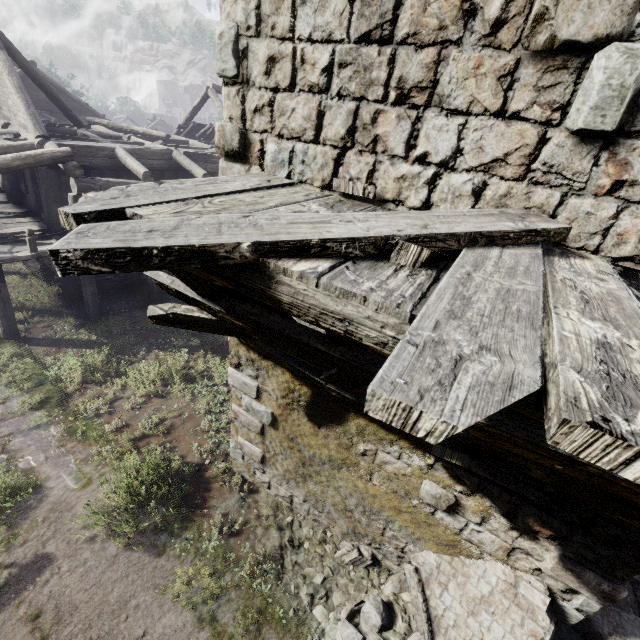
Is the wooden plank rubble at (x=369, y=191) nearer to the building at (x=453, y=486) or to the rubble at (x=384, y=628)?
the building at (x=453, y=486)

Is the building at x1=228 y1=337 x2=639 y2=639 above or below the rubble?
above

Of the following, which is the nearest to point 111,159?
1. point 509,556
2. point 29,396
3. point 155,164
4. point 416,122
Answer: point 155,164

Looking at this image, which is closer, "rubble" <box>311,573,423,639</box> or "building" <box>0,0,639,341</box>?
"building" <box>0,0,639,341</box>

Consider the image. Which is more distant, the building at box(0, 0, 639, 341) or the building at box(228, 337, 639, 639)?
the building at box(228, 337, 639, 639)

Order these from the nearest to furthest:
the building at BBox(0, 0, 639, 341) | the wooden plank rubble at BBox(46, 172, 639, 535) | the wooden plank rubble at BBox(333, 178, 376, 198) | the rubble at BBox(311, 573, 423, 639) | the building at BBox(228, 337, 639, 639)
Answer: the wooden plank rubble at BBox(46, 172, 639, 535), the building at BBox(0, 0, 639, 341), the wooden plank rubble at BBox(333, 178, 376, 198), the building at BBox(228, 337, 639, 639), the rubble at BBox(311, 573, 423, 639)

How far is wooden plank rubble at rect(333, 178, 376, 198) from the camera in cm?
321

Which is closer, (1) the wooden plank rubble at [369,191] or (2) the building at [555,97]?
(2) the building at [555,97]
